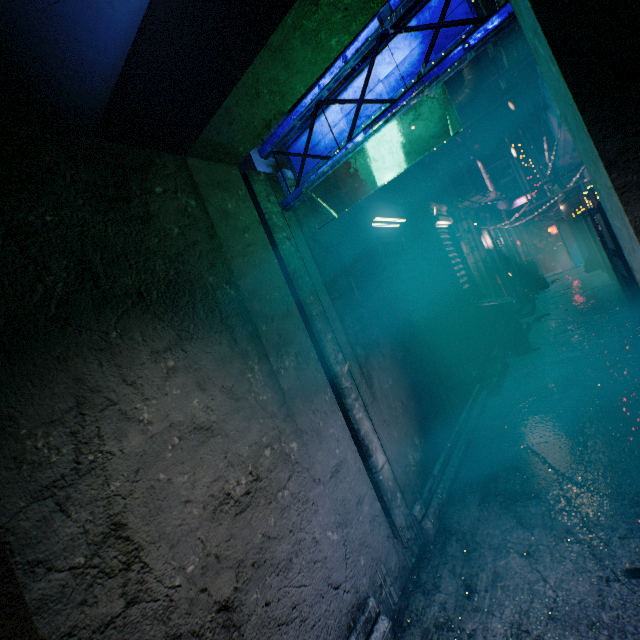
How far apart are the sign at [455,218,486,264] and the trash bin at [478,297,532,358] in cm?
79

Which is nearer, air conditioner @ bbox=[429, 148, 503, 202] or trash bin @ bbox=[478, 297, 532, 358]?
trash bin @ bbox=[478, 297, 532, 358]

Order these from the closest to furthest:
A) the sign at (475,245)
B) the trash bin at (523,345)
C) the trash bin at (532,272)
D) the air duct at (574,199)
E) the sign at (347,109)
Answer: the sign at (347,109)
the trash bin at (523,345)
the sign at (475,245)
the trash bin at (532,272)
the air duct at (574,199)

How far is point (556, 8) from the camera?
0.9 meters

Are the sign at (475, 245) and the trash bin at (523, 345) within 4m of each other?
yes

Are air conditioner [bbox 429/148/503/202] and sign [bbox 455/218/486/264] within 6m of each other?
yes

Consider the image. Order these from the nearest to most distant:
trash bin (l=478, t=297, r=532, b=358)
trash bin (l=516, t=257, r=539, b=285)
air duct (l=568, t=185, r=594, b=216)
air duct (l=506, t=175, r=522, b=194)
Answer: trash bin (l=478, t=297, r=532, b=358) < trash bin (l=516, t=257, r=539, b=285) < air duct (l=568, t=185, r=594, b=216) < air duct (l=506, t=175, r=522, b=194)

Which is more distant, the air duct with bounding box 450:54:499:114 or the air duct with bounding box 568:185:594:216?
the air duct with bounding box 568:185:594:216
